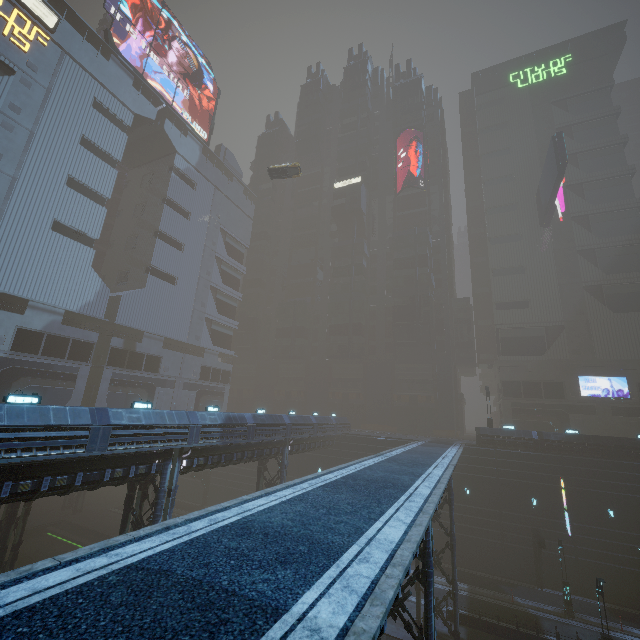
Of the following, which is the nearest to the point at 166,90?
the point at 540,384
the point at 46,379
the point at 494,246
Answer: the point at 46,379

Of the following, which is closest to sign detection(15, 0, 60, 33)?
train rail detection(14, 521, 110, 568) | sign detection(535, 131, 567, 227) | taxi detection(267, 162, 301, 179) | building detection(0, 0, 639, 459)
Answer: building detection(0, 0, 639, 459)

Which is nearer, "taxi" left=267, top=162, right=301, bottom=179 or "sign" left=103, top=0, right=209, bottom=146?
"taxi" left=267, top=162, right=301, bottom=179

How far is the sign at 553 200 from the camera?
41.81m

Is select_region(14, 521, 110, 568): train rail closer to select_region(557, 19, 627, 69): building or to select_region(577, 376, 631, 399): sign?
select_region(557, 19, 627, 69): building

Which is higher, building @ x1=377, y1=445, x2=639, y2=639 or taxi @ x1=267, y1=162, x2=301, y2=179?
taxi @ x1=267, y1=162, x2=301, y2=179

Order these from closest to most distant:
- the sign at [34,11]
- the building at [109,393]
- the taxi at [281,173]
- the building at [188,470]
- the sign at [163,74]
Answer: the building at [188,470]
the building at [109,393]
the sign at [34,11]
the taxi at [281,173]
the sign at [163,74]

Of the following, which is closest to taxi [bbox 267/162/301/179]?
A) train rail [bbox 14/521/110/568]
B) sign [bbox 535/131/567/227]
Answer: sign [bbox 535/131/567/227]
